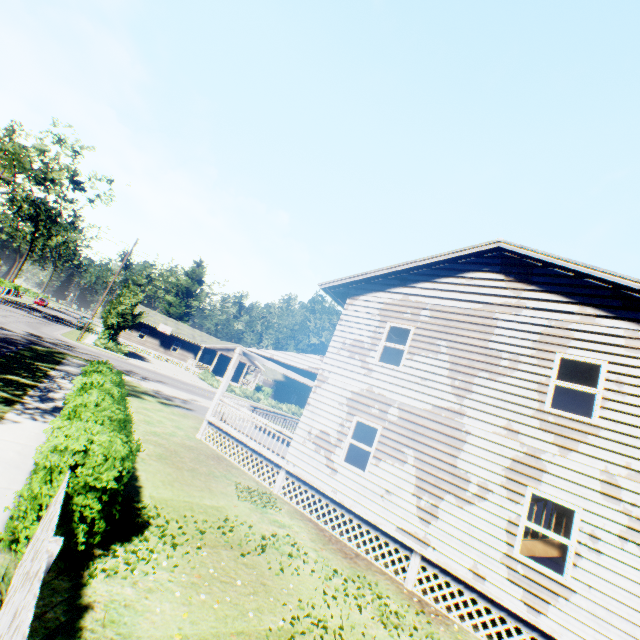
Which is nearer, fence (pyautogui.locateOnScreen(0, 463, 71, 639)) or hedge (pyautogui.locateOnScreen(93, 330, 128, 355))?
fence (pyautogui.locateOnScreen(0, 463, 71, 639))

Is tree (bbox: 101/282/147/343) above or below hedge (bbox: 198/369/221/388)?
above

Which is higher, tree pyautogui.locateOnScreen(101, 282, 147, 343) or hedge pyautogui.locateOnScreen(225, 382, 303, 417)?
tree pyautogui.locateOnScreen(101, 282, 147, 343)

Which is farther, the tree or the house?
the tree

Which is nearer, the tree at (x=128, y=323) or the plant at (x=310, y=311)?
the tree at (x=128, y=323)

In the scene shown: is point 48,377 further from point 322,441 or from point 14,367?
point 322,441

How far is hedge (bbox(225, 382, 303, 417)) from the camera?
41.69m

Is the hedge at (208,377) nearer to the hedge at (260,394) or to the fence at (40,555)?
the hedge at (260,394)
